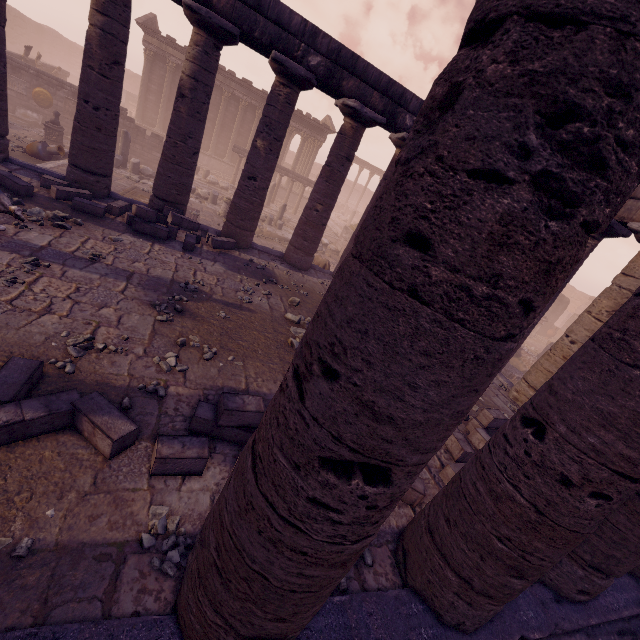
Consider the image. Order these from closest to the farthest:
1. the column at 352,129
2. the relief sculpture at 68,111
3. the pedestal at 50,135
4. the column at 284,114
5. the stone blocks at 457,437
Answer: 1. the stone blocks at 457,437
2. the column at 284,114
3. the column at 352,129
4. the pedestal at 50,135
5. the relief sculpture at 68,111

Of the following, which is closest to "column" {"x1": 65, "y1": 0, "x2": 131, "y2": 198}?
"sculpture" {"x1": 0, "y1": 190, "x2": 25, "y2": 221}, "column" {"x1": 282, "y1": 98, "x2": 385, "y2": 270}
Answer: "sculpture" {"x1": 0, "y1": 190, "x2": 25, "y2": 221}

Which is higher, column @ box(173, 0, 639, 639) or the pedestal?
column @ box(173, 0, 639, 639)

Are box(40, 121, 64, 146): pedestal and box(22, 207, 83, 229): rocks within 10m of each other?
no

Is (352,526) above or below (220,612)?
above

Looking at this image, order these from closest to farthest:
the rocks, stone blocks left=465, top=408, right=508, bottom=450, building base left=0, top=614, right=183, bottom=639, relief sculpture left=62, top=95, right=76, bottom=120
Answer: building base left=0, top=614, right=183, bottom=639
stone blocks left=465, top=408, right=508, bottom=450
the rocks
relief sculpture left=62, top=95, right=76, bottom=120

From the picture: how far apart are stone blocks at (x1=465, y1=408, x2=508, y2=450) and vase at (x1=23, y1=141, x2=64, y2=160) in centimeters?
1679cm

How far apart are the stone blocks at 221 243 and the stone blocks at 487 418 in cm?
838
